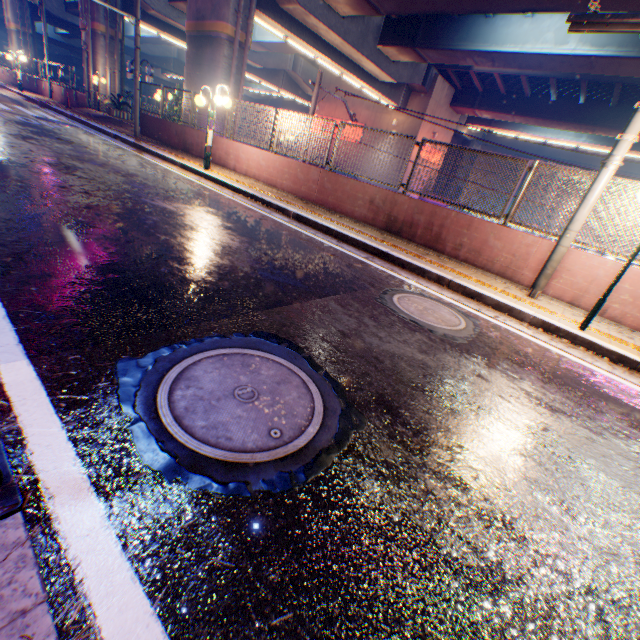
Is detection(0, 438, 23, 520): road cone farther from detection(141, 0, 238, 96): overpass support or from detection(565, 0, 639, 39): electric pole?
detection(141, 0, 238, 96): overpass support

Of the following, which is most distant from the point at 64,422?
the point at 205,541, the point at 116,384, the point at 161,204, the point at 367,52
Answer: the point at 367,52

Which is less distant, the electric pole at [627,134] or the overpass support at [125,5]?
the electric pole at [627,134]

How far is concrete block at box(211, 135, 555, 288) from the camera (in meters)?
6.67

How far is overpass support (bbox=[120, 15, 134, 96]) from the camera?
21.50m

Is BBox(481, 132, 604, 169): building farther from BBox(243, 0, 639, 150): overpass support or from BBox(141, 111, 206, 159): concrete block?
BBox(141, 111, 206, 159): concrete block

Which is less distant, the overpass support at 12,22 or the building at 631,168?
the overpass support at 12,22
